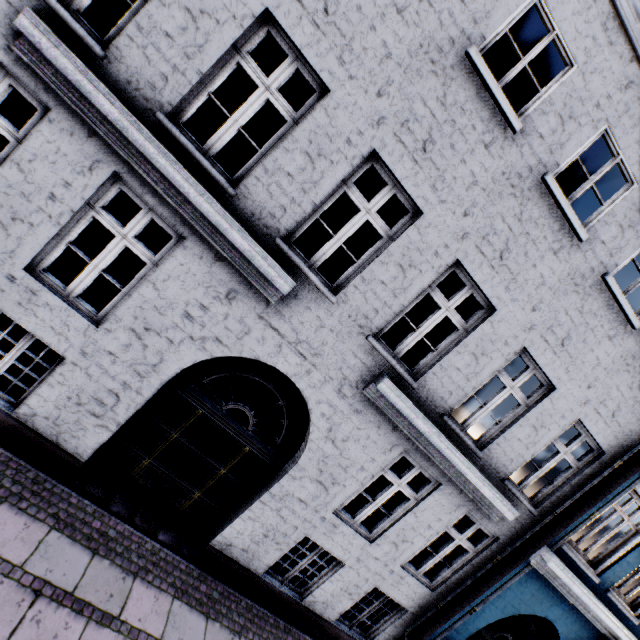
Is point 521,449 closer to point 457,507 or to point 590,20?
point 457,507
